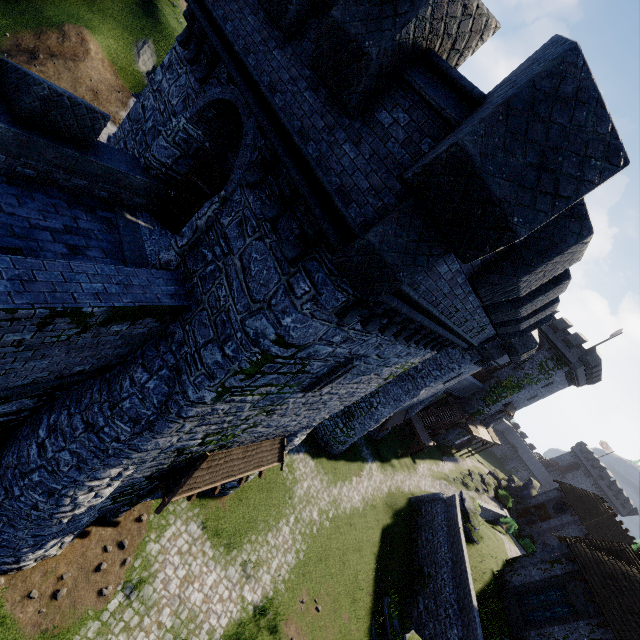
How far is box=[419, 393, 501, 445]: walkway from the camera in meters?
40.9

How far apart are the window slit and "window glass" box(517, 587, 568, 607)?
25.66m

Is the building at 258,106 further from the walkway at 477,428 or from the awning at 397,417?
the walkway at 477,428

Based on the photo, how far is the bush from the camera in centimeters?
3454cm

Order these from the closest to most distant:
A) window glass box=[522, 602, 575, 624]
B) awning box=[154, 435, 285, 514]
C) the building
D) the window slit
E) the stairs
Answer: the building, the window slit, awning box=[154, 435, 285, 514], window glass box=[522, 602, 575, 624], the stairs

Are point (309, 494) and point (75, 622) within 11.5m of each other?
no

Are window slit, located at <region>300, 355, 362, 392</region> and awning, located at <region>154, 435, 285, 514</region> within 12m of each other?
yes

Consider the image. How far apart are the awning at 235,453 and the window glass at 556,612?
21.2 meters
